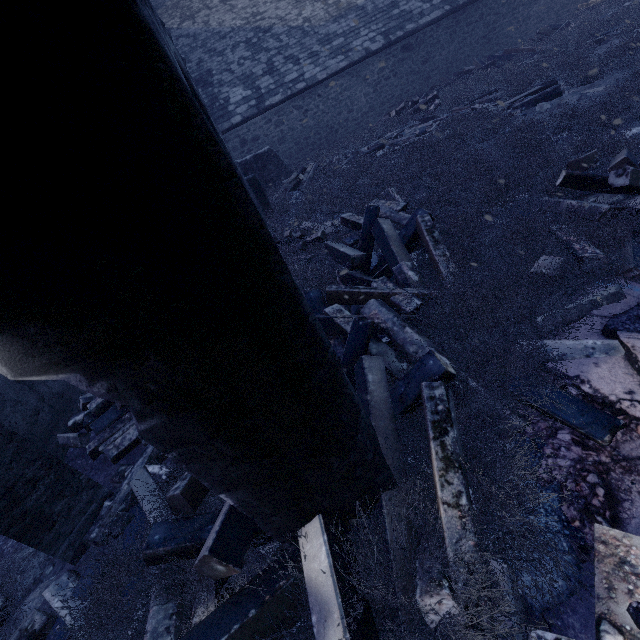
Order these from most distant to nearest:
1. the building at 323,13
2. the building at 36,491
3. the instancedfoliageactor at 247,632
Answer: the building at 323,13
the building at 36,491
the instancedfoliageactor at 247,632

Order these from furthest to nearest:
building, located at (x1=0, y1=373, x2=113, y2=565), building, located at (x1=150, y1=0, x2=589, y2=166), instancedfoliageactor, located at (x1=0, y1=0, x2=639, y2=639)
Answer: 1. building, located at (x1=150, y1=0, x2=589, y2=166)
2. building, located at (x1=0, y1=373, x2=113, y2=565)
3. instancedfoliageactor, located at (x1=0, y1=0, x2=639, y2=639)

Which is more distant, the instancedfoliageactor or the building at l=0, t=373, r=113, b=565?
the building at l=0, t=373, r=113, b=565

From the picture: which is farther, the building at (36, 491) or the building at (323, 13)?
the building at (323, 13)

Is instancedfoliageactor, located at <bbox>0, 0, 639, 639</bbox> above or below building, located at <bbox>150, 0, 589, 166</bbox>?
below

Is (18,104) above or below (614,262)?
above

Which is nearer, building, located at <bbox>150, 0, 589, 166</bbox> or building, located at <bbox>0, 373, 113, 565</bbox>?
building, located at <bbox>0, 373, 113, 565</bbox>
